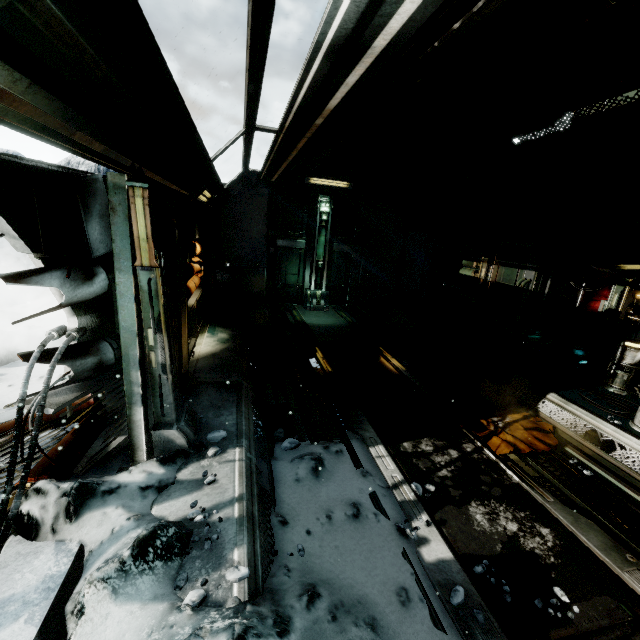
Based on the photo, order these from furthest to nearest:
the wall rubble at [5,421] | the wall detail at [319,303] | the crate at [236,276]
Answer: the wall detail at [319,303] < the crate at [236,276] < the wall rubble at [5,421]

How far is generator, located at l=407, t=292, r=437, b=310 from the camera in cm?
1116

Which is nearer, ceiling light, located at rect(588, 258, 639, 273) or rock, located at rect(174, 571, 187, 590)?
rock, located at rect(174, 571, 187, 590)

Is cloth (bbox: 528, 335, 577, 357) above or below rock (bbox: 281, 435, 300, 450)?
above

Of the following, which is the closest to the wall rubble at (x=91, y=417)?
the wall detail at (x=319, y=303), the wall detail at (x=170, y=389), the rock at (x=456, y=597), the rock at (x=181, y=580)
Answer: the wall detail at (x=170, y=389)

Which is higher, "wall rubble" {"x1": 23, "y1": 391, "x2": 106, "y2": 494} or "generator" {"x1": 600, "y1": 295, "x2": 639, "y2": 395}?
"generator" {"x1": 600, "y1": 295, "x2": 639, "y2": 395}

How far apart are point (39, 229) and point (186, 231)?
2.42m

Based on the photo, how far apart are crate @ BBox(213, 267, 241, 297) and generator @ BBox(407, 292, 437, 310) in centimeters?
637cm
